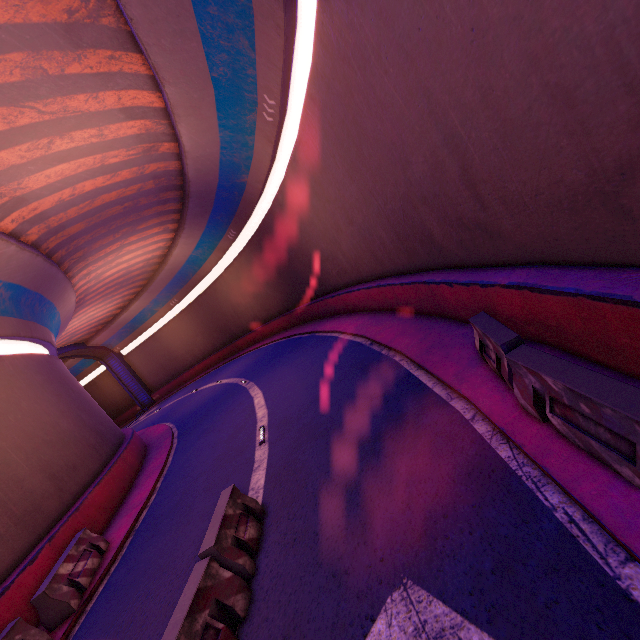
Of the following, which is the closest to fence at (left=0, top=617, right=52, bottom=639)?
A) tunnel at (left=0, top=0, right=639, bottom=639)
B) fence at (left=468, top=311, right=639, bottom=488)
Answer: tunnel at (left=0, top=0, right=639, bottom=639)

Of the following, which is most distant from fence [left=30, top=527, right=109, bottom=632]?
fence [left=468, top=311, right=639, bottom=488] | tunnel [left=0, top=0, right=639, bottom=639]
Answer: fence [left=468, top=311, right=639, bottom=488]

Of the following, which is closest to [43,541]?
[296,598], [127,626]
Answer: [127,626]

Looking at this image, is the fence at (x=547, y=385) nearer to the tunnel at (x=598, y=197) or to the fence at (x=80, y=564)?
the tunnel at (x=598, y=197)

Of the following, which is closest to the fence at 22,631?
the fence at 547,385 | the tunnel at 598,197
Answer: the tunnel at 598,197

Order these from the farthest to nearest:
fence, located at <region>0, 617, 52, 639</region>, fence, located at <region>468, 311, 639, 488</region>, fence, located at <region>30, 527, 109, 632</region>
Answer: fence, located at <region>30, 527, 109, 632</region>
fence, located at <region>0, 617, 52, 639</region>
fence, located at <region>468, 311, 639, 488</region>

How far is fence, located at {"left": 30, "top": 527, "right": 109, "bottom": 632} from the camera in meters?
7.3 m

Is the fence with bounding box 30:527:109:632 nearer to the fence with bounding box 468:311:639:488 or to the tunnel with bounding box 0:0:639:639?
the tunnel with bounding box 0:0:639:639
